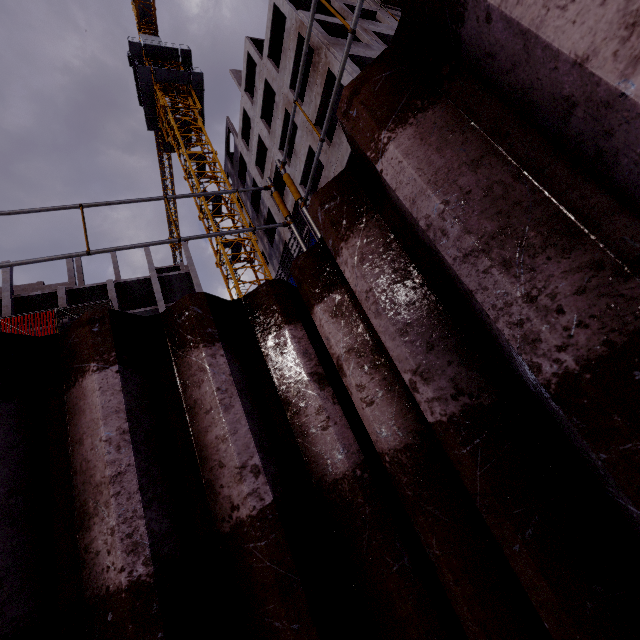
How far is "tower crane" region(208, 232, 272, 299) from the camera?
20.9 meters

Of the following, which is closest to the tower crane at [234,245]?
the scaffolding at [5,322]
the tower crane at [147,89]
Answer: the tower crane at [147,89]

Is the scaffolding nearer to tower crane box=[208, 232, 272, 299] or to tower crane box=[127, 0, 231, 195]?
tower crane box=[208, 232, 272, 299]

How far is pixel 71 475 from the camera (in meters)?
1.42

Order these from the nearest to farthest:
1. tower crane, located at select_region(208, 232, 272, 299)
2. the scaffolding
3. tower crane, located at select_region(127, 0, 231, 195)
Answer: tower crane, located at select_region(208, 232, 272, 299) < the scaffolding < tower crane, located at select_region(127, 0, 231, 195)
